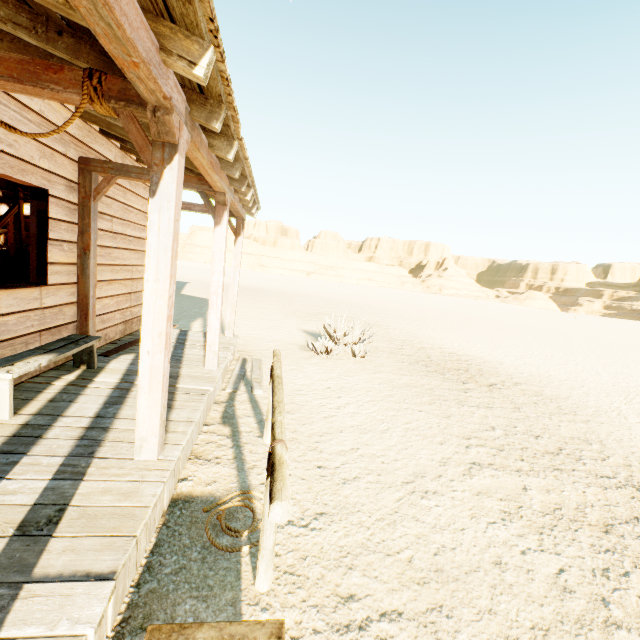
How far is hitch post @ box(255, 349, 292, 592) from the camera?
1.5m

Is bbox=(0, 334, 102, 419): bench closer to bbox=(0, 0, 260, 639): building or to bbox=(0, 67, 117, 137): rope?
bbox=(0, 0, 260, 639): building

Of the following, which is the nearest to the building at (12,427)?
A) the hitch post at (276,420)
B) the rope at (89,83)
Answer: the rope at (89,83)

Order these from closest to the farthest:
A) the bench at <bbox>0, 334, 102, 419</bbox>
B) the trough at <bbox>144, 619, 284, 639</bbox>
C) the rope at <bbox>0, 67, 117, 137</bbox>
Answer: the trough at <bbox>144, 619, 284, 639</bbox>
the rope at <bbox>0, 67, 117, 137</bbox>
the bench at <bbox>0, 334, 102, 419</bbox>

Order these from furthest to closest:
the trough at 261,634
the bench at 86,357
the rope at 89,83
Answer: the bench at 86,357, the rope at 89,83, the trough at 261,634

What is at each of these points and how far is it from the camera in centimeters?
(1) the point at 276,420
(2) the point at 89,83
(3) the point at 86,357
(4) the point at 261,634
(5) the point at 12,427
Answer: (1) hitch post, 230cm
(2) rope, 208cm
(3) bench, 432cm
(4) trough, 140cm
(5) building, 281cm

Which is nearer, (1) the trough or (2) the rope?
A: (1) the trough

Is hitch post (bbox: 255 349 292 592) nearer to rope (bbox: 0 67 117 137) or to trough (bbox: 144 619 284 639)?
trough (bbox: 144 619 284 639)
